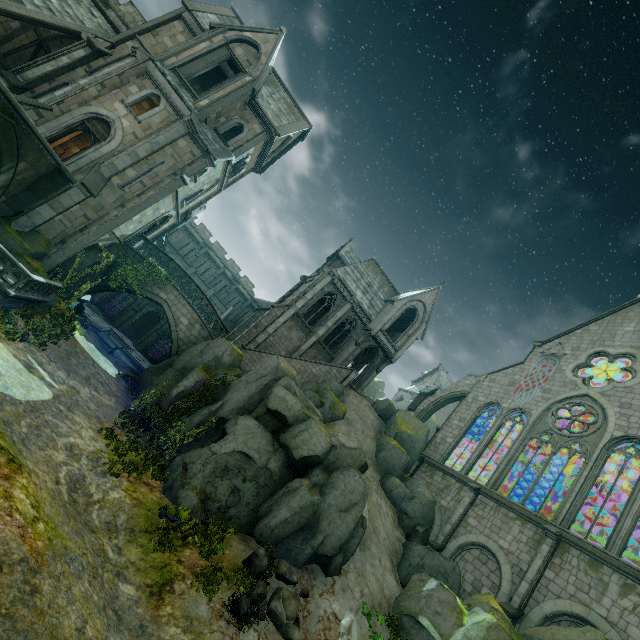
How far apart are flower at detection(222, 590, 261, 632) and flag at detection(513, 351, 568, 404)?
22.8 meters

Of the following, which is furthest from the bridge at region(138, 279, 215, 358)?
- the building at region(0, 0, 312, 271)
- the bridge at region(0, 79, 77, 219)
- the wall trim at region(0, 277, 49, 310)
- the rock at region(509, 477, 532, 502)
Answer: the rock at region(509, 477, 532, 502)

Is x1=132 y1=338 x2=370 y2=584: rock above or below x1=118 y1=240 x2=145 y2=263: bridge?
below

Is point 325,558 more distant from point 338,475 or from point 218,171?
point 218,171

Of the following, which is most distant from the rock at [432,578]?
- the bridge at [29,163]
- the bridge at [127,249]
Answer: the bridge at [29,163]

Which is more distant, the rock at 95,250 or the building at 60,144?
the rock at 95,250

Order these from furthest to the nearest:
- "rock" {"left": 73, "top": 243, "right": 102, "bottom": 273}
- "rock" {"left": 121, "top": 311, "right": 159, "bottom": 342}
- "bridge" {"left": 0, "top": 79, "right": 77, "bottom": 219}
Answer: "rock" {"left": 121, "top": 311, "right": 159, "bottom": 342}
"rock" {"left": 73, "top": 243, "right": 102, "bottom": 273}
"bridge" {"left": 0, "top": 79, "right": 77, "bottom": 219}

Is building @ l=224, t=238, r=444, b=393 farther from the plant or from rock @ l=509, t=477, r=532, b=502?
the plant
